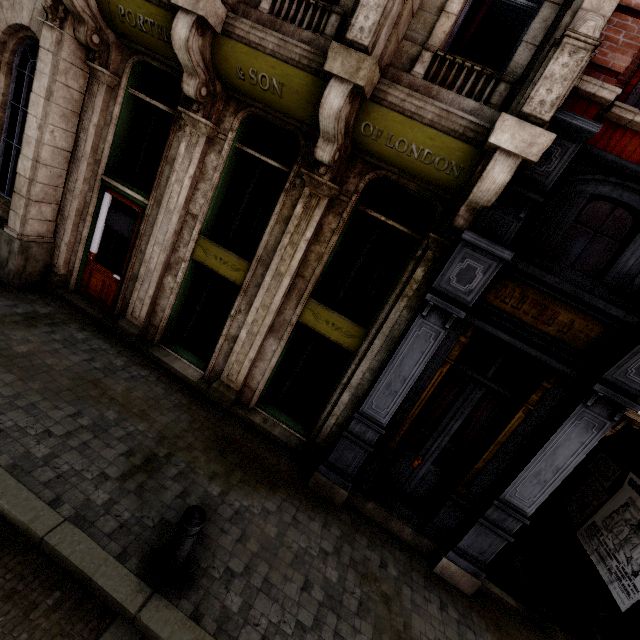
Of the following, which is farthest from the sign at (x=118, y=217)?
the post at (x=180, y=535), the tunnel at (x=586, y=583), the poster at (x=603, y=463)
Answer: the poster at (x=603, y=463)

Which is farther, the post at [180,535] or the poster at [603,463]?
the poster at [603,463]

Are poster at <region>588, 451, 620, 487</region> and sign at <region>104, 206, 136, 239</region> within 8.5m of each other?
no

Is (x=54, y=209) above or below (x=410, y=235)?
below

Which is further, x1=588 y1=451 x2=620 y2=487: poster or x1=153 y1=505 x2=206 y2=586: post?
x1=588 y1=451 x2=620 y2=487: poster

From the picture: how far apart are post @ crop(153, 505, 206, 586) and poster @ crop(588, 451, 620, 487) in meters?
6.9

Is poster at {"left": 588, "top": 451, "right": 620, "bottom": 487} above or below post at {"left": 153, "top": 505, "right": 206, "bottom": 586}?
above

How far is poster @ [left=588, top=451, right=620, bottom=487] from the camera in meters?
6.6
